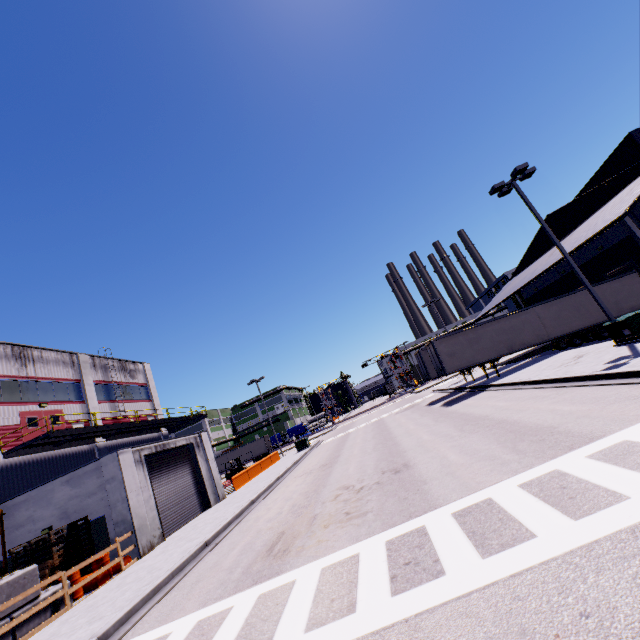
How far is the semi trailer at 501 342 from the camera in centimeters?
2291cm

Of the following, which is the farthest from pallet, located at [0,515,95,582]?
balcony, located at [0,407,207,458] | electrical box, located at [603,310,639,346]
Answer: electrical box, located at [603,310,639,346]

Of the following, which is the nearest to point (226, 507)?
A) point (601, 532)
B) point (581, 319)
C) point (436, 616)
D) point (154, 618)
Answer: point (154, 618)

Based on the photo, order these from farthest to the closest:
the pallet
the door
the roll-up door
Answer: the door, the roll-up door, the pallet

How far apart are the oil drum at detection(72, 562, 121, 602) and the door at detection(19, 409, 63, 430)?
11.07m

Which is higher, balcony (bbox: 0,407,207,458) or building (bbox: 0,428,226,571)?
balcony (bbox: 0,407,207,458)

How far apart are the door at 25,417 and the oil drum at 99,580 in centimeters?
1107cm

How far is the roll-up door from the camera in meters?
17.5 m
